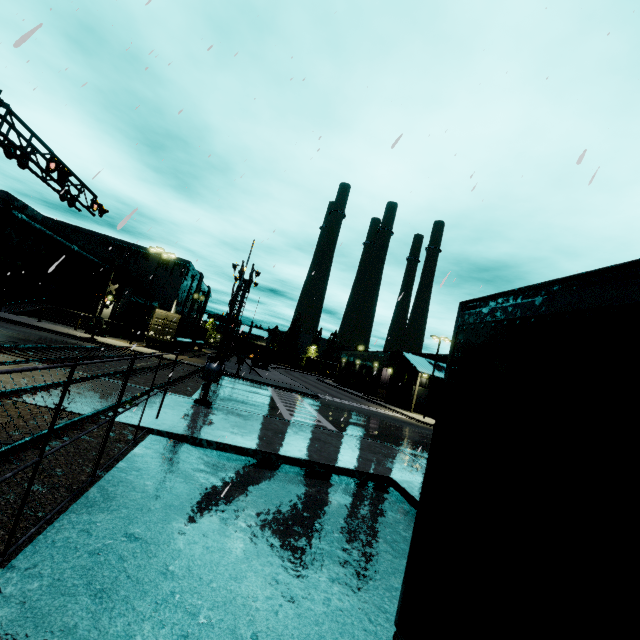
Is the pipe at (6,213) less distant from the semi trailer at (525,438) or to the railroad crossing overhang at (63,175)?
the semi trailer at (525,438)

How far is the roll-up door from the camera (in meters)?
47.78

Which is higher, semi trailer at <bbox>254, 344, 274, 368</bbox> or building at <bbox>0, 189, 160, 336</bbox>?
building at <bbox>0, 189, 160, 336</bbox>

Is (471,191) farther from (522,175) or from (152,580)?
(522,175)

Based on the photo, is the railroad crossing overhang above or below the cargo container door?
above

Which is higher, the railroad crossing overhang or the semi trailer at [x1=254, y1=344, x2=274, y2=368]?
the railroad crossing overhang

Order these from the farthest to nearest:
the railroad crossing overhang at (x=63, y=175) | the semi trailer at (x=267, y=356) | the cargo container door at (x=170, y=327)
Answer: the semi trailer at (x=267, y=356)
the cargo container door at (x=170, y=327)
the railroad crossing overhang at (x=63, y=175)

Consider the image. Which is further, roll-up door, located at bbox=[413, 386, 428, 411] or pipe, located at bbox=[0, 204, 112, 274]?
roll-up door, located at bbox=[413, 386, 428, 411]
